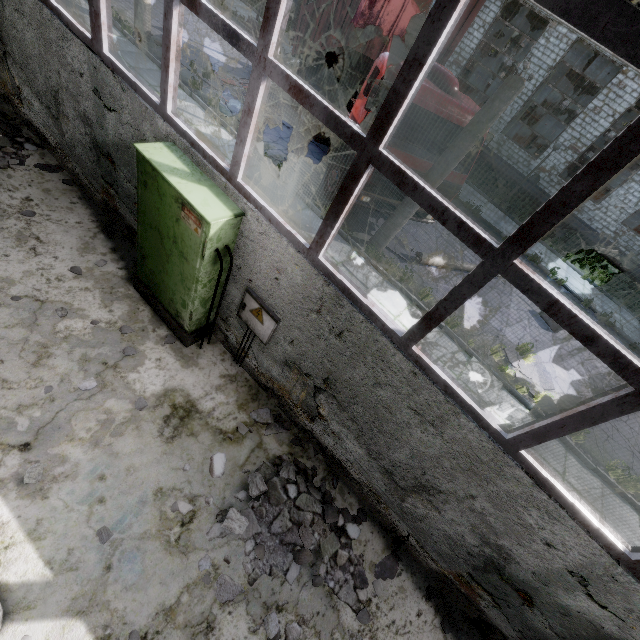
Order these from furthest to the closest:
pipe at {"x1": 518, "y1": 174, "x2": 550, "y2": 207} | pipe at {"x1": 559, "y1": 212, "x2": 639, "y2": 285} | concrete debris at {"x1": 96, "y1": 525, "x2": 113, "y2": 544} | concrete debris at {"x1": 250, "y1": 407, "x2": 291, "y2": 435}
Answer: pipe at {"x1": 518, "y1": 174, "x2": 550, "y2": 207} < pipe at {"x1": 559, "y1": 212, "x2": 639, "y2": 285} < concrete debris at {"x1": 250, "y1": 407, "x2": 291, "y2": 435} < concrete debris at {"x1": 96, "y1": 525, "x2": 113, "y2": 544}

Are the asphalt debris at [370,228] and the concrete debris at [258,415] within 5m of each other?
no

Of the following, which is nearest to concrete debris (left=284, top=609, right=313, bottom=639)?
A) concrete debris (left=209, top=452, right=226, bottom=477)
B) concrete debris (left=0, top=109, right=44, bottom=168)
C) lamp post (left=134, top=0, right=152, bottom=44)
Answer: concrete debris (left=209, top=452, right=226, bottom=477)

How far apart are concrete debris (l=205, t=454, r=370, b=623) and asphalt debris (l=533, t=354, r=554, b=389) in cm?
577

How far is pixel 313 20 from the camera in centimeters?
1112cm

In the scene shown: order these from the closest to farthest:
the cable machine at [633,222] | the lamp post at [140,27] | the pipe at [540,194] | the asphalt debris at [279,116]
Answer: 1. the lamp post at [140,27]
2. the asphalt debris at [279,116]
3. the pipe at [540,194]
4. the cable machine at [633,222]

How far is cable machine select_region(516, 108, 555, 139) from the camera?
29.63m

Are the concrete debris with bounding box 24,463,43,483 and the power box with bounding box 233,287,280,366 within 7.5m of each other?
yes
